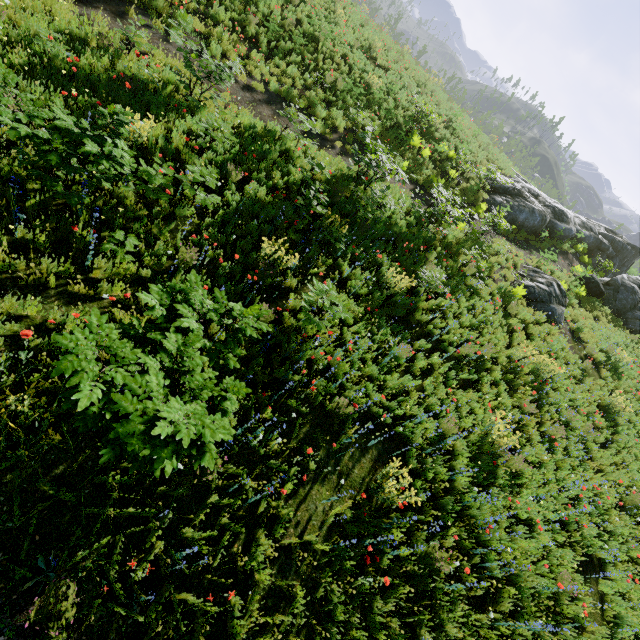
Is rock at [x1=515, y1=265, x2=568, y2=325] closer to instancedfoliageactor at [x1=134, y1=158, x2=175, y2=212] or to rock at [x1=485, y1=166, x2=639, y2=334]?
rock at [x1=485, y1=166, x2=639, y2=334]

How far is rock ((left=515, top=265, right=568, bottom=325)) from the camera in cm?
1302

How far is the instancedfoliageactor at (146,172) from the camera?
5.3m

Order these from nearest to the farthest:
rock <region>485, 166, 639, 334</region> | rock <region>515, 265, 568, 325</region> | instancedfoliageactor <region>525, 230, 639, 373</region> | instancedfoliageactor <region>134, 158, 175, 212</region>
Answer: instancedfoliageactor <region>134, 158, 175, 212</region> → rock <region>515, 265, 568, 325</region> → instancedfoliageactor <region>525, 230, 639, 373</region> → rock <region>485, 166, 639, 334</region>

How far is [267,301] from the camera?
6.52m

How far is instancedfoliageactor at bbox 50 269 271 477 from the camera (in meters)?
2.57

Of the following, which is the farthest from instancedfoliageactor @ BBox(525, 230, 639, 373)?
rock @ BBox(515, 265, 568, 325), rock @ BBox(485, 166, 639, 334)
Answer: rock @ BBox(485, 166, 639, 334)

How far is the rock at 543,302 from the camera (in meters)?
13.02
